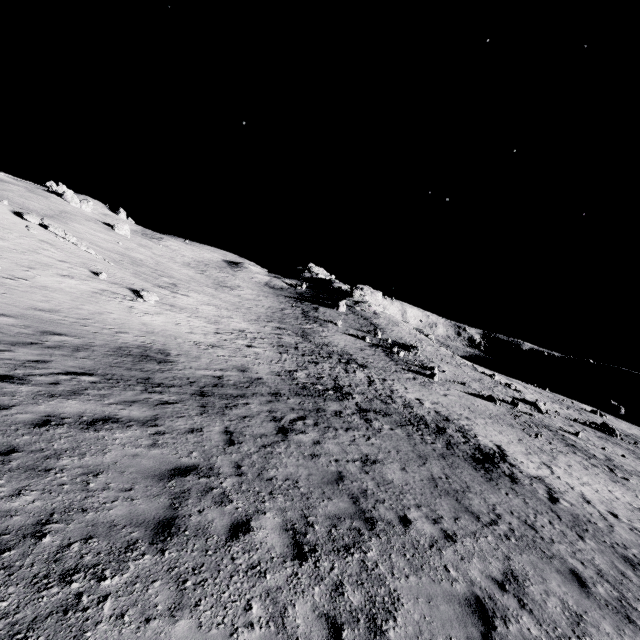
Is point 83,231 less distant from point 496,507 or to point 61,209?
point 61,209
